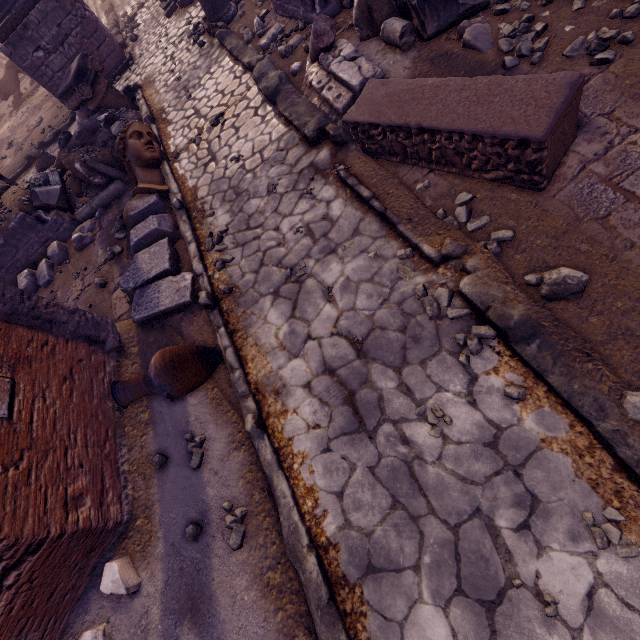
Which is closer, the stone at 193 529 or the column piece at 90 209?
the stone at 193 529

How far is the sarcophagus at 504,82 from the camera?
2.4m

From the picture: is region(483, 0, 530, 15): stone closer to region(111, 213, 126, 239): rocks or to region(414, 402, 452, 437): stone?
region(414, 402, 452, 437): stone

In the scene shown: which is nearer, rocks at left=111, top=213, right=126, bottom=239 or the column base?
rocks at left=111, top=213, right=126, bottom=239

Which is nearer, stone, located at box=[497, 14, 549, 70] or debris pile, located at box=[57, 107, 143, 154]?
stone, located at box=[497, 14, 549, 70]

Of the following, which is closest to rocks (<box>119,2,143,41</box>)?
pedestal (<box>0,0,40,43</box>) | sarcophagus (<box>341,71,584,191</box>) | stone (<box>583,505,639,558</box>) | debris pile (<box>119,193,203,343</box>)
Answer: pedestal (<box>0,0,40,43</box>)

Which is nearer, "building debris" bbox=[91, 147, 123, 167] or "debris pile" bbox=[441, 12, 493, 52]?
"debris pile" bbox=[441, 12, 493, 52]

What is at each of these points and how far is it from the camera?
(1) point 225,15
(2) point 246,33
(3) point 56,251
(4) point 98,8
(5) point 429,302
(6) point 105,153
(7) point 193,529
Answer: (1) column base, 7.7 meters
(2) rocks, 6.9 meters
(3) building debris, 6.5 meters
(4) building debris, 14.5 meters
(5) rocks, 3.0 meters
(6) building debris, 6.6 meters
(7) stone, 3.0 meters
